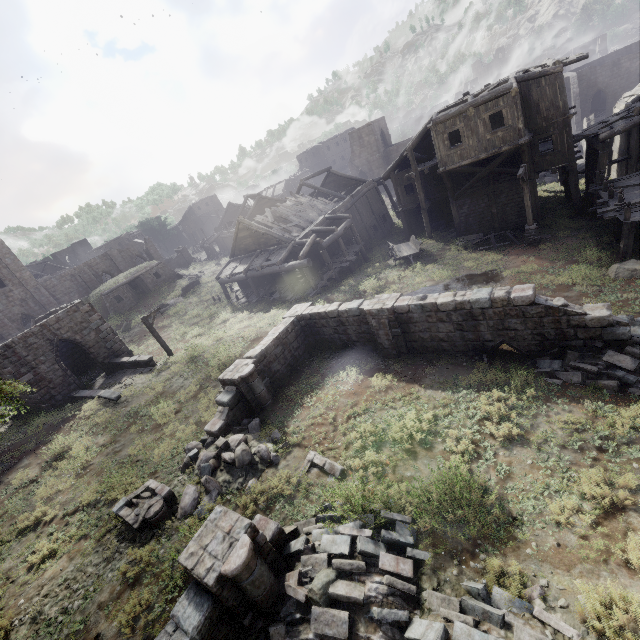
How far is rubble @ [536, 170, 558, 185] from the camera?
30.4 meters

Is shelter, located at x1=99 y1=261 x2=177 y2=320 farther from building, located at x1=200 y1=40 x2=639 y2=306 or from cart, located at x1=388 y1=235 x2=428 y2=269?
cart, located at x1=388 y1=235 x2=428 y2=269

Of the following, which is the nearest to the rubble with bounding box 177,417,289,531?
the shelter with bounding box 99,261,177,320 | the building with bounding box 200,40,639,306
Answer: the building with bounding box 200,40,639,306

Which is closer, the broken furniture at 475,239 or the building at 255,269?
the building at 255,269

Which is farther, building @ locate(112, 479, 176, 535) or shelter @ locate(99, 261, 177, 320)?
shelter @ locate(99, 261, 177, 320)

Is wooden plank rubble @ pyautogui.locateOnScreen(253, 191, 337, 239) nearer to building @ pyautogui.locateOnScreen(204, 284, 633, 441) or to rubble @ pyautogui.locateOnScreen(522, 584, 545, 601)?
building @ pyautogui.locateOnScreen(204, 284, 633, 441)

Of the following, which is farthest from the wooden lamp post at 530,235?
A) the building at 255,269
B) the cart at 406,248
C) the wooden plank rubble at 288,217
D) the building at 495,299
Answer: the building at 495,299

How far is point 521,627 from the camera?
5.2 meters
